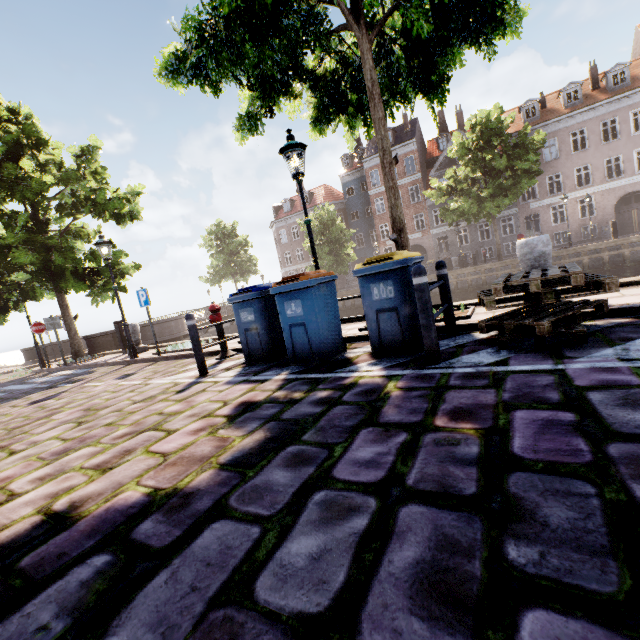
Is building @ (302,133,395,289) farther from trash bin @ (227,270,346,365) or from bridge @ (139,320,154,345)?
trash bin @ (227,270,346,365)

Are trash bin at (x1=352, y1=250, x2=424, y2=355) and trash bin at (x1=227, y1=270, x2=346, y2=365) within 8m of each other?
yes

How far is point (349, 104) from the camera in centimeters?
804cm

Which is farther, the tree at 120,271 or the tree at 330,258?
the tree at 330,258

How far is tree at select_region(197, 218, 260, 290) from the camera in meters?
35.2

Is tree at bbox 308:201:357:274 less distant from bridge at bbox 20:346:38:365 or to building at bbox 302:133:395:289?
bridge at bbox 20:346:38:365

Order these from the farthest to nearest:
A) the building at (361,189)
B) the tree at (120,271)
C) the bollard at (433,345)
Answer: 1. the building at (361,189)
2. the tree at (120,271)
3. the bollard at (433,345)

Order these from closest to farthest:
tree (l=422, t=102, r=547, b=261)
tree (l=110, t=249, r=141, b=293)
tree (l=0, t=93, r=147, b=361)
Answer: tree (l=0, t=93, r=147, b=361), tree (l=110, t=249, r=141, b=293), tree (l=422, t=102, r=547, b=261)
